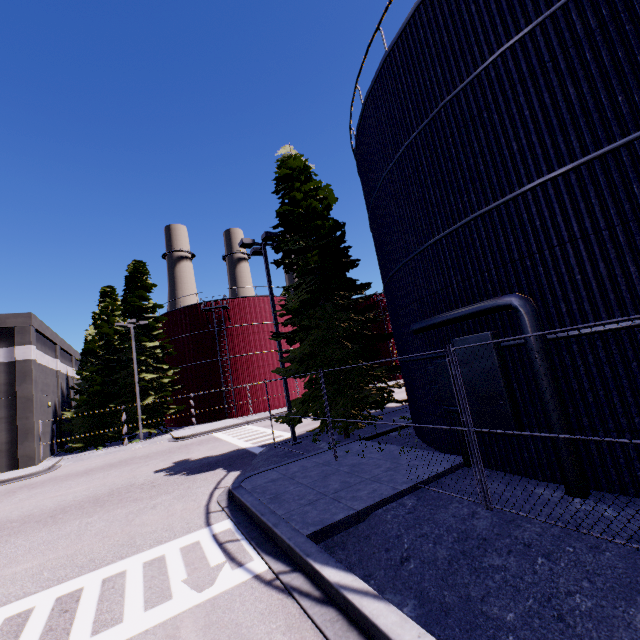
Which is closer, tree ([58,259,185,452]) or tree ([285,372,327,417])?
tree ([285,372,327,417])

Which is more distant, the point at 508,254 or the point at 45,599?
the point at 508,254

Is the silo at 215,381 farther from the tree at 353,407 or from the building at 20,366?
the tree at 353,407

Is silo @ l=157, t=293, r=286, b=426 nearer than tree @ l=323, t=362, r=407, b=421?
No

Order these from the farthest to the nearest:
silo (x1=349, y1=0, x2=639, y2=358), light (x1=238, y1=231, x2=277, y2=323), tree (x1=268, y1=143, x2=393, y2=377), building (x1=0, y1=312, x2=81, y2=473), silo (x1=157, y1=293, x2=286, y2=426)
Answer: silo (x1=157, y1=293, x2=286, y2=426)
building (x1=0, y1=312, x2=81, y2=473)
light (x1=238, y1=231, x2=277, y2=323)
tree (x1=268, y1=143, x2=393, y2=377)
silo (x1=349, y1=0, x2=639, y2=358)

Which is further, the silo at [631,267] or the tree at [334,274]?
the tree at [334,274]

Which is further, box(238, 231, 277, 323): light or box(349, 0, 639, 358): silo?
box(238, 231, 277, 323): light

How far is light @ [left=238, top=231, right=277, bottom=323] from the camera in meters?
15.6 m
